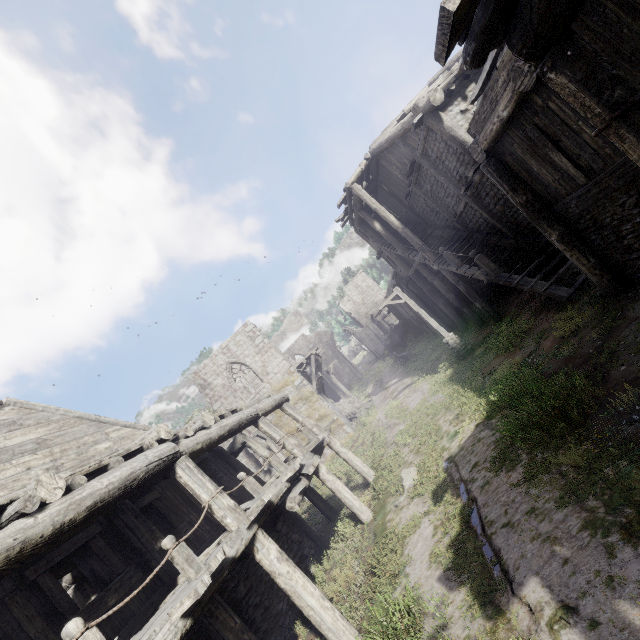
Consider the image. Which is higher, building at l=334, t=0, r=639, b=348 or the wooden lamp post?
building at l=334, t=0, r=639, b=348

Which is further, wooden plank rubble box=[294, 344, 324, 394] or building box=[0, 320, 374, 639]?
wooden plank rubble box=[294, 344, 324, 394]

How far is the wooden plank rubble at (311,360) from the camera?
23.09m

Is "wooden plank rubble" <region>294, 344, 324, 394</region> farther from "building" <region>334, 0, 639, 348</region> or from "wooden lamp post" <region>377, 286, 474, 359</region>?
"wooden lamp post" <region>377, 286, 474, 359</region>

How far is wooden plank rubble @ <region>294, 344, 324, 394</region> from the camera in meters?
23.1

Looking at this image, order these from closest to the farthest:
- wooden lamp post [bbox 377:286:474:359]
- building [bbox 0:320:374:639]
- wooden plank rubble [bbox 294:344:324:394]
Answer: building [bbox 0:320:374:639] < wooden lamp post [bbox 377:286:474:359] < wooden plank rubble [bbox 294:344:324:394]

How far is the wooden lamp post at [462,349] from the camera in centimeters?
1551cm

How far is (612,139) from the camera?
3.28m
